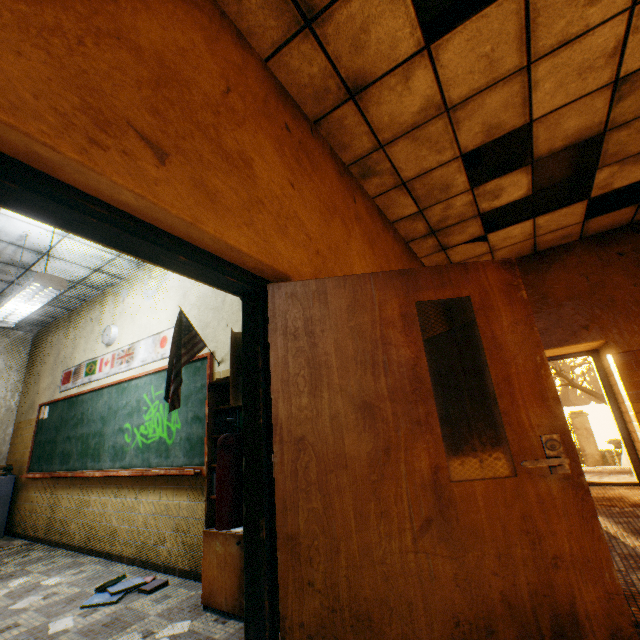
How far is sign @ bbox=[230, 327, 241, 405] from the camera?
2.1m

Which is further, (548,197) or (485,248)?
(485,248)

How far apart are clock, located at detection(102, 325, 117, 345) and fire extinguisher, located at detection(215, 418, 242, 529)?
4.0m

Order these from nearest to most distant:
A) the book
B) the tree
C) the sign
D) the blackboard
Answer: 1. the sign
2. the book
3. the blackboard
4. the tree

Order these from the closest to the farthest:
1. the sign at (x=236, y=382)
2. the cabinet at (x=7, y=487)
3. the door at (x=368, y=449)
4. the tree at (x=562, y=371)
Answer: the door at (x=368, y=449) < the sign at (x=236, y=382) < the cabinet at (x=7, y=487) < the tree at (x=562, y=371)

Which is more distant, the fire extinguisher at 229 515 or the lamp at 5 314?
the lamp at 5 314

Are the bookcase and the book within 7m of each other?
yes

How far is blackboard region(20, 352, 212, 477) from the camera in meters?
3.6
